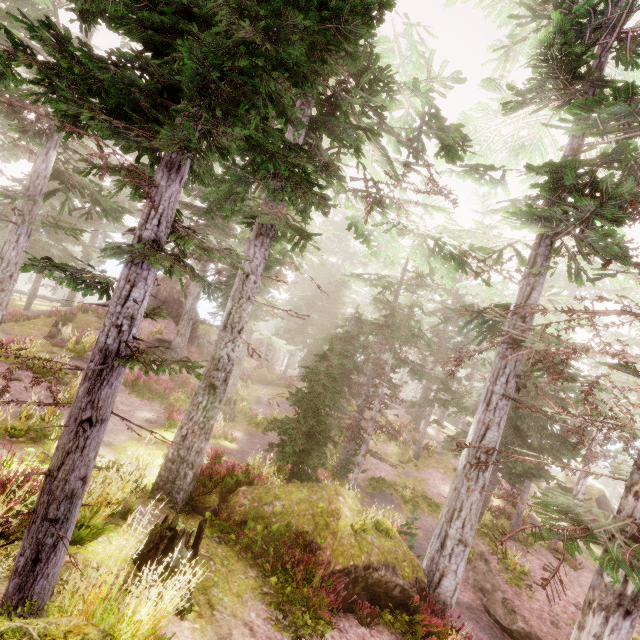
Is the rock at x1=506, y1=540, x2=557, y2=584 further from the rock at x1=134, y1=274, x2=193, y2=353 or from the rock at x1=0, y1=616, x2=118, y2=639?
the rock at x1=134, y1=274, x2=193, y2=353

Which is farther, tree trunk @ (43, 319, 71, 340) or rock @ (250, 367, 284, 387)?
rock @ (250, 367, 284, 387)

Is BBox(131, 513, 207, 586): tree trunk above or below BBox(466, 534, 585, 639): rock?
above

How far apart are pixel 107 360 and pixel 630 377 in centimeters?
1736cm

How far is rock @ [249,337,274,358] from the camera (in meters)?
47.22

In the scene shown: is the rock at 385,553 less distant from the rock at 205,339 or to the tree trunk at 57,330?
the rock at 205,339

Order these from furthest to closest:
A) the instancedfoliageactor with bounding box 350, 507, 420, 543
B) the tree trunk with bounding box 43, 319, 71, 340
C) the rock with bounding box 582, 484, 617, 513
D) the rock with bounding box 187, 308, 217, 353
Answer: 1. the rock with bounding box 187, 308, 217, 353
2. the rock with bounding box 582, 484, 617, 513
3. the tree trunk with bounding box 43, 319, 71, 340
4. the instancedfoliageactor with bounding box 350, 507, 420, 543

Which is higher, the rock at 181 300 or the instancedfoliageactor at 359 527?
Answer: the rock at 181 300
